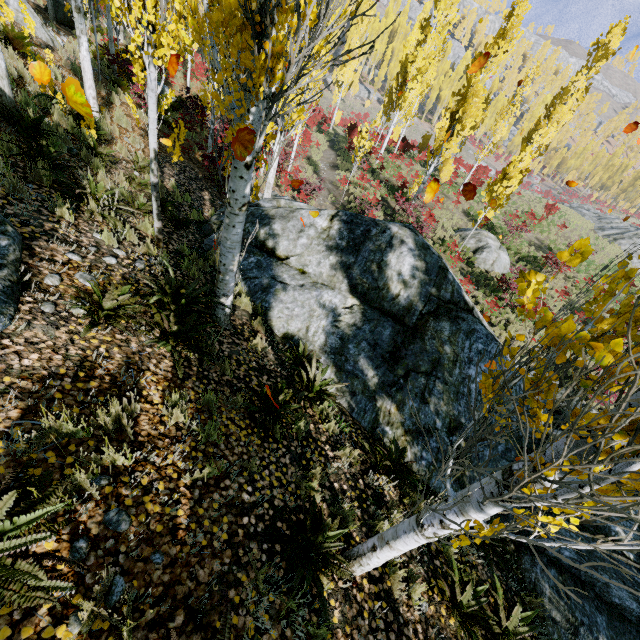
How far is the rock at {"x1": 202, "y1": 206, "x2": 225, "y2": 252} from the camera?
7.8m

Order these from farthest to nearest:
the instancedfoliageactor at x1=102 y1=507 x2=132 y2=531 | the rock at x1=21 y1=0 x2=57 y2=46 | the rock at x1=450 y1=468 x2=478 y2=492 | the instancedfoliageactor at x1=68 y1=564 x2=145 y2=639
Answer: the rock at x1=21 y1=0 x2=57 y2=46 → the rock at x1=450 y1=468 x2=478 y2=492 → the instancedfoliageactor at x1=102 y1=507 x2=132 y2=531 → the instancedfoliageactor at x1=68 y1=564 x2=145 y2=639

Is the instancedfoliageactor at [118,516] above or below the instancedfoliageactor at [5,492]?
below

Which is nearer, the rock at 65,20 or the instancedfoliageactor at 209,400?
the instancedfoliageactor at 209,400

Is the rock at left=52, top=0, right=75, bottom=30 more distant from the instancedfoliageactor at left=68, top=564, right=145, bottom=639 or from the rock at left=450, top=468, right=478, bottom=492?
the rock at left=450, top=468, right=478, bottom=492

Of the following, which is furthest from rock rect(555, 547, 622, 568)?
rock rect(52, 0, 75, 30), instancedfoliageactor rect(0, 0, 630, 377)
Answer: rock rect(52, 0, 75, 30)

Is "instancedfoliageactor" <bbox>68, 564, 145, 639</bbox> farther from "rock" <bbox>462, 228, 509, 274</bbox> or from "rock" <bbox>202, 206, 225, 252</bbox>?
"rock" <bbox>462, 228, 509, 274</bbox>

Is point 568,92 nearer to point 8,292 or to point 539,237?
point 539,237
